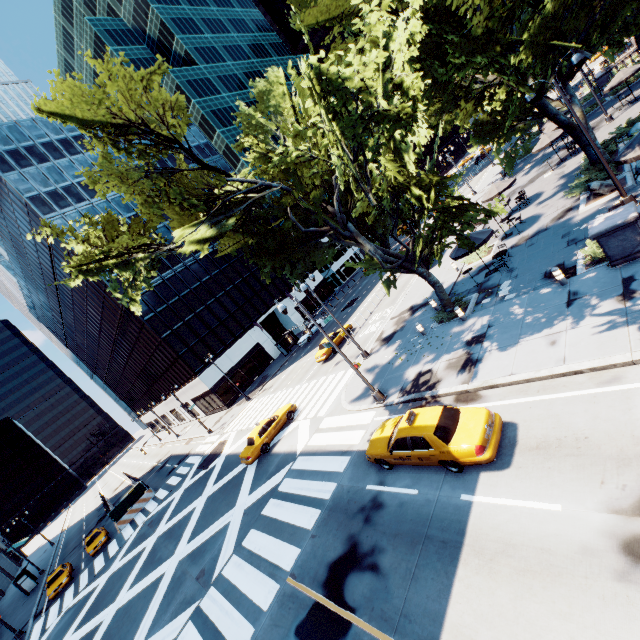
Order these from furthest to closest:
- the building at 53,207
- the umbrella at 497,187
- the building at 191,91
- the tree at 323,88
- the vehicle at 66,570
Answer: the building at 191,91
the building at 53,207
the vehicle at 66,570
the umbrella at 497,187
the tree at 323,88

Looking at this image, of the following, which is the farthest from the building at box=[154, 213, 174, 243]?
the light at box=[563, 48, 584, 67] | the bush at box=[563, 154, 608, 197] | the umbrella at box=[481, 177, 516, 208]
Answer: the light at box=[563, 48, 584, 67]

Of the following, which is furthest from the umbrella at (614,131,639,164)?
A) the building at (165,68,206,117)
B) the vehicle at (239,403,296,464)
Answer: the building at (165,68,206,117)

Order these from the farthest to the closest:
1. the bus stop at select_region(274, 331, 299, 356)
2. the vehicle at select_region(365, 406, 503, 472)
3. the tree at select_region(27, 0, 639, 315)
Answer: the bus stop at select_region(274, 331, 299, 356)
the tree at select_region(27, 0, 639, 315)
the vehicle at select_region(365, 406, 503, 472)

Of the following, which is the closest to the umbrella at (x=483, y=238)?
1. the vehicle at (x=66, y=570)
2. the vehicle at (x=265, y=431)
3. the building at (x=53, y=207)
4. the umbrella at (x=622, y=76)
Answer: the vehicle at (x=265, y=431)

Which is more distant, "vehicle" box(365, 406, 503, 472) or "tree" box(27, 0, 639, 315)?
"tree" box(27, 0, 639, 315)

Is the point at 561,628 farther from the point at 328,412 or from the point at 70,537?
the point at 70,537

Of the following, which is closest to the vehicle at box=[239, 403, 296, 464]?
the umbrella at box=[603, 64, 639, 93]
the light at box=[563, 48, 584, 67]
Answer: the light at box=[563, 48, 584, 67]
